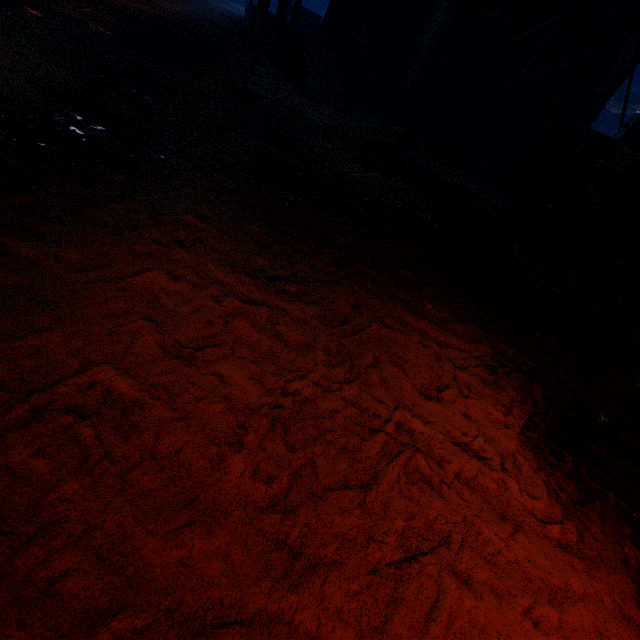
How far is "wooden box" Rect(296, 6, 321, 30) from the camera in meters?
17.6 m

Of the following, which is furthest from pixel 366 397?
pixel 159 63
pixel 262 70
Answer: pixel 262 70

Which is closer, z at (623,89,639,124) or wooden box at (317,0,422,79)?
wooden box at (317,0,422,79)

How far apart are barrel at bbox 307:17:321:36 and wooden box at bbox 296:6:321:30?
1.26m

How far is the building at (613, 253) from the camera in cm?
612

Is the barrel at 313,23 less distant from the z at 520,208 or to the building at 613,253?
the building at 613,253

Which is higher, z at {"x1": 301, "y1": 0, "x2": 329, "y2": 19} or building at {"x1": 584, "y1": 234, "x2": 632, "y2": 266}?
z at {"x1": 301, "y1": 0, "x2": 329, "y2": 19}

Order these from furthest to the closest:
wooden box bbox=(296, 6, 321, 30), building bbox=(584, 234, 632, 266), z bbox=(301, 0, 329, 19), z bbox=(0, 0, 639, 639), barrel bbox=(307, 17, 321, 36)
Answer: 1. z bbox=(301, 0, 329, 19)
2. wooden box bbox=(296, 6, 321, 30)
3. barrel bbox=(307, 17, 321, 36)
4. building bbox=(584, 234, 632, 266)
5. z bbox=(0, 0, 639, 639)
